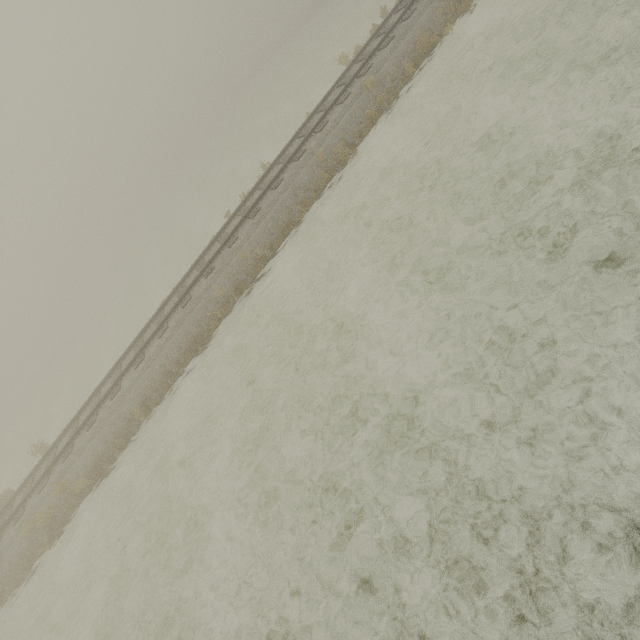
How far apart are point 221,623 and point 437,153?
11.3 meters
